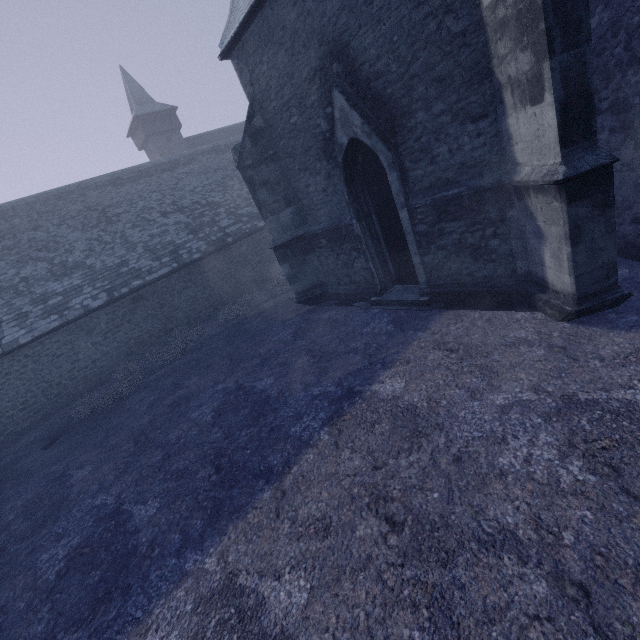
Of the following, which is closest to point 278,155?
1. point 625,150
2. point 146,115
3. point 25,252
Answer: point 625,150
